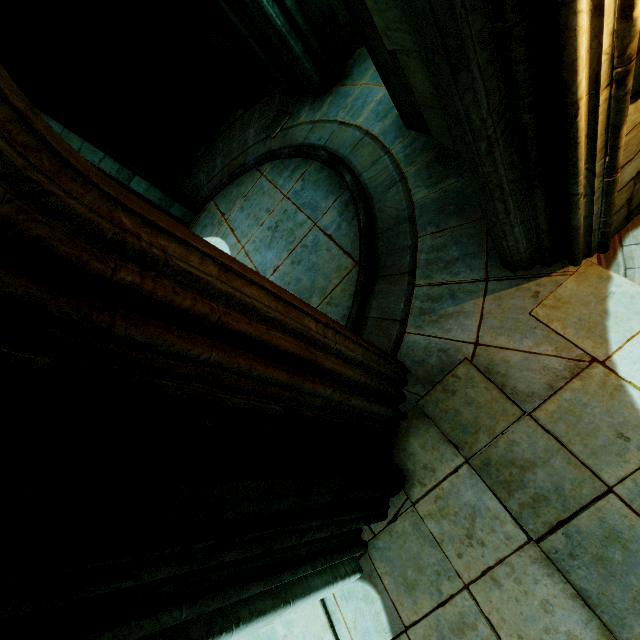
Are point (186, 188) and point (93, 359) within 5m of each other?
no

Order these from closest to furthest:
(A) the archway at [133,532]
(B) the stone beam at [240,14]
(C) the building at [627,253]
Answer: (A) the archway at [133,532]
(C) the building at [627,253]
(B) the stone beam at [240,14]

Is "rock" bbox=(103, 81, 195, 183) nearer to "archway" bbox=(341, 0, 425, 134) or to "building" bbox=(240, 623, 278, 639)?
"building" bbox=(240, 623, 278, 639)

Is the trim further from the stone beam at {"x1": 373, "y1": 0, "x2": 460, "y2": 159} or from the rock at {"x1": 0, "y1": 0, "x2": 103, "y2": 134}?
the rock at {"x1": 0, "y1": 0, "x2": 103, "y2": 134}

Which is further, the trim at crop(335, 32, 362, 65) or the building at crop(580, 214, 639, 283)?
the trim at crop(335, 32, 362, 65)

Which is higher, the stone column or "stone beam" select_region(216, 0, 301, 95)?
the stone column

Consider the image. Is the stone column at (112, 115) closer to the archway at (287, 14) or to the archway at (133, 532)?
the archway at (287, 14)

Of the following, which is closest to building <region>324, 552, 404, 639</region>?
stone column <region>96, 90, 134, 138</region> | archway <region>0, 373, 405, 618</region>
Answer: archway <region>0, 373, 405, 618</region>
